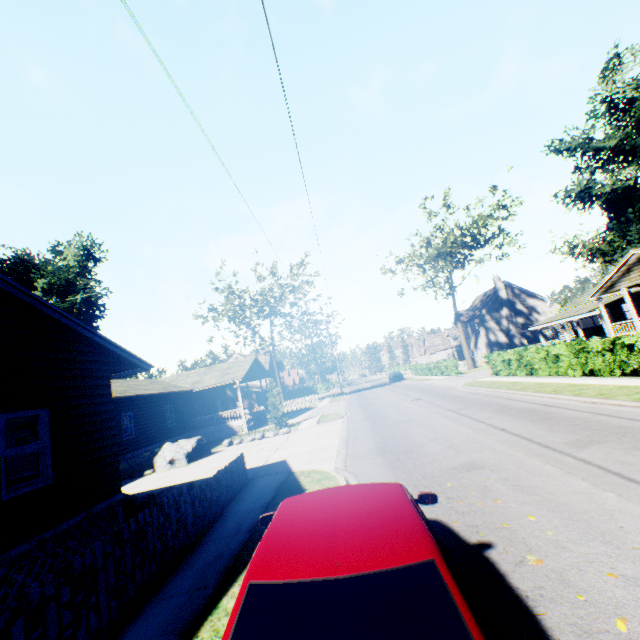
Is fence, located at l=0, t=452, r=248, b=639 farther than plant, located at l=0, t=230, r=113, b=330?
No

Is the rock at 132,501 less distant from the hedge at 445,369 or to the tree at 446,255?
the hedge at 445,369

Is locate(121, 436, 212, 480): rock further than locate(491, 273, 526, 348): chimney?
No

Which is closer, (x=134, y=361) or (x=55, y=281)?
(x=134, y=361)

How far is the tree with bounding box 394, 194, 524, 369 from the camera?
36.4 meters

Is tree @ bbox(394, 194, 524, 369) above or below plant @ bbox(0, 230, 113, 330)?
below

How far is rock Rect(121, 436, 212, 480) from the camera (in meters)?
17.25

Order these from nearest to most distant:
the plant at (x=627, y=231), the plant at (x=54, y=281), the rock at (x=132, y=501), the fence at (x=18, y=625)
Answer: the fence at (x=18, y=625) → the rock at (x=132, y=501) → the plant at (x=54, y=281) → the plant at (x=627, y=231)
